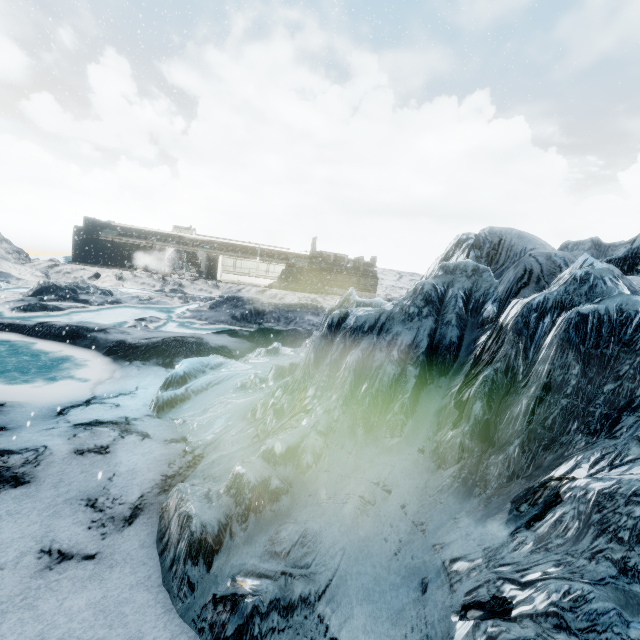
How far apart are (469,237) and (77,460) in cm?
870
